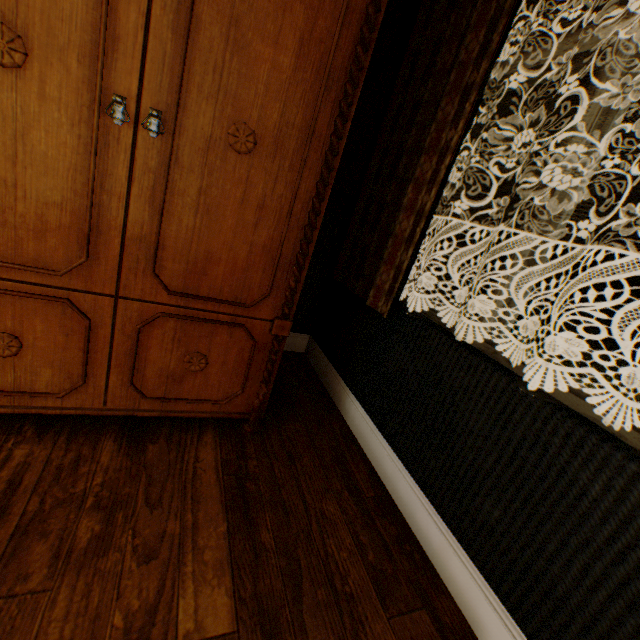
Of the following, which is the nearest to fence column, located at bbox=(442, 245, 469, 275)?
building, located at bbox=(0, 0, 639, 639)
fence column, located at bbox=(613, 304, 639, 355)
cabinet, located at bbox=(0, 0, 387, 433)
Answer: fence column, located at bbox=(613, 304, 639, 355)

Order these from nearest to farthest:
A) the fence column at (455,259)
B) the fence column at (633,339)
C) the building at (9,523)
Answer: the building at (9,523) → the fence column at (633,339) → the fence column at (455,259)

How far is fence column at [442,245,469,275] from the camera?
22.2 meters

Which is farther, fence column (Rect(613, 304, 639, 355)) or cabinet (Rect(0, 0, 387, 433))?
fence column (Rect(613, 304, 639, 355))

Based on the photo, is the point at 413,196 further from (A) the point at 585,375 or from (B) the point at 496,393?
(A) the point at 585,375

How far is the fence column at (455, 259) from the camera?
22.2 meters

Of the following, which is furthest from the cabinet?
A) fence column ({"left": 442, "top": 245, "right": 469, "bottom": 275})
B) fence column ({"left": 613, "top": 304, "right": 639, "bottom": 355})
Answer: fence column ({"left": 442, "top": 245, "right": 469, "bottom": 275})
